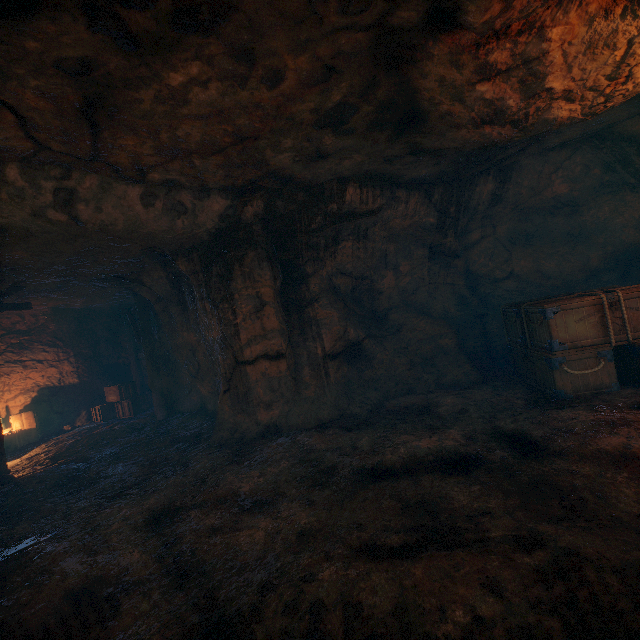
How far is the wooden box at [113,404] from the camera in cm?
1192

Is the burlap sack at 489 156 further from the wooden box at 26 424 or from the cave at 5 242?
the wooden box at 26 424

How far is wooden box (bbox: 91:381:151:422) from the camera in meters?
11.9 m

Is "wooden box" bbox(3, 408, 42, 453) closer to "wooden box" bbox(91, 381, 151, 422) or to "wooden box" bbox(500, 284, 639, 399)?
"wooden box" bbox(91, 381, 151, 422)

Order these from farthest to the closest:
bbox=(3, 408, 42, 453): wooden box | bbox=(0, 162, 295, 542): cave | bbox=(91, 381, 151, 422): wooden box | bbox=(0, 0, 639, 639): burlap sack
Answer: bbox=(91, 381, 151, 422): wooden box → bbox=(3, 408, 42, 453): wooden box → bbox=(0, 162, 295, 542): cave → bbox=(0, 0, 639, 639): burlap sack

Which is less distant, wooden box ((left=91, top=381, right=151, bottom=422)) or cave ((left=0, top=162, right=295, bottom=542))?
cave ((left=0, top=162, right=295, bottom=542))

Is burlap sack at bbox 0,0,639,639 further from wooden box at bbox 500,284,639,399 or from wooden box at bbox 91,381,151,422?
wooden box at bbox 91,381,151,422

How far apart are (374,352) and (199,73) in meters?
6.7 m
